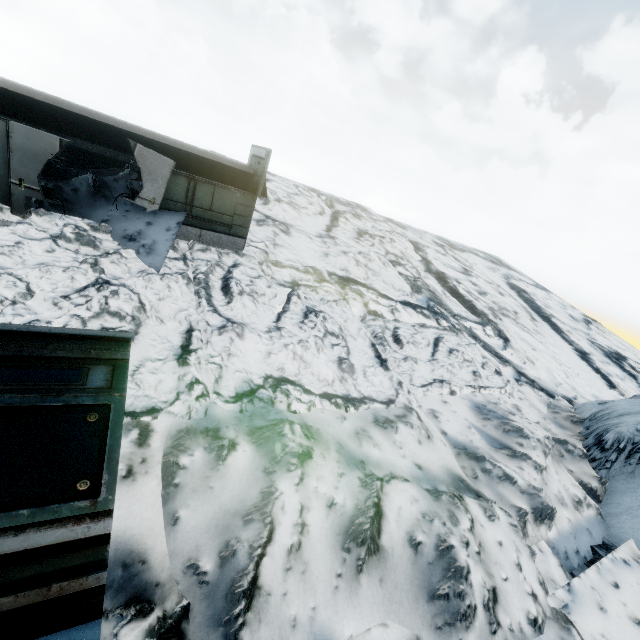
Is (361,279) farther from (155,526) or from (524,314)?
(524,314)

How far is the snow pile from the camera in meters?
10.7

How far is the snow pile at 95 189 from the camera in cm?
1074
